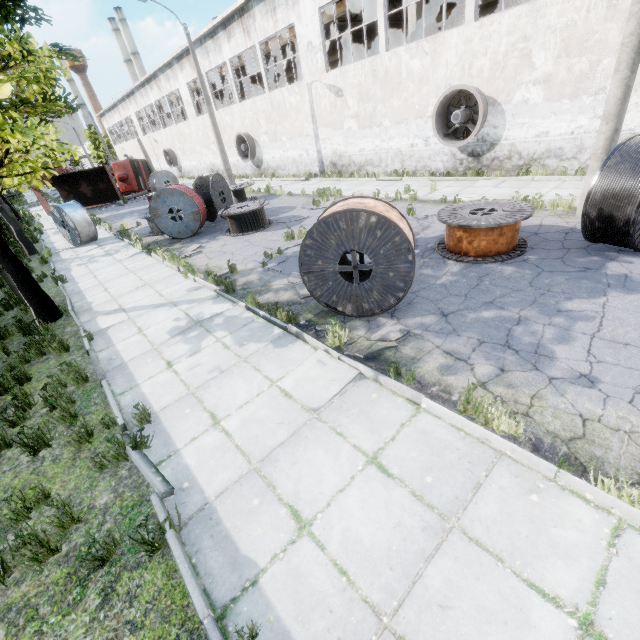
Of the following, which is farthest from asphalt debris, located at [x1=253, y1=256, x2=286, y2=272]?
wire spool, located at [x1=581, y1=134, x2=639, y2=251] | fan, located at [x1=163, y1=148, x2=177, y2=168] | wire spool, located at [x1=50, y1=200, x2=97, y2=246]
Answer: fan, located at [x1=163, y1=148, x2=177, y2=168]

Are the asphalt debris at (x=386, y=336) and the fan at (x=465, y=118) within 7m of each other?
no

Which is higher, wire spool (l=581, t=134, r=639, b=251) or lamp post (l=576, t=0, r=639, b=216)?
lamp post (l=576, t=0, r=639, b=216)

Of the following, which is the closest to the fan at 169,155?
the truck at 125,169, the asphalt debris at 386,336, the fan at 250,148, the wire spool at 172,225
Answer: the truck at 125,169

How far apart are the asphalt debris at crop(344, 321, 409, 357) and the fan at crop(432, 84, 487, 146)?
11.5m

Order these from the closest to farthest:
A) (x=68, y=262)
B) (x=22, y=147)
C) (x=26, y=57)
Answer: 1. (x=26, y=57)
2. (x=22, y=147)
3. (x=68, y=262)

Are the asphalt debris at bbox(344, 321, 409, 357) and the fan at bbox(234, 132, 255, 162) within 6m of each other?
no

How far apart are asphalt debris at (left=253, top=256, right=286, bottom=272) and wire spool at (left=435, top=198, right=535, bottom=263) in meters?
4.1
